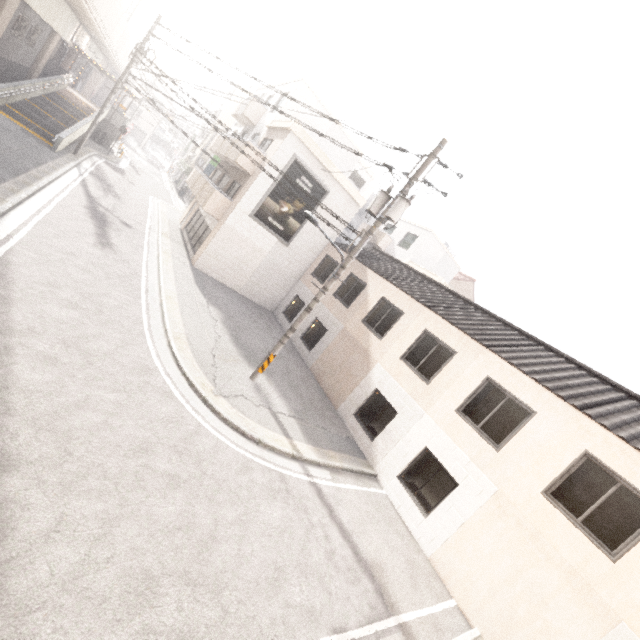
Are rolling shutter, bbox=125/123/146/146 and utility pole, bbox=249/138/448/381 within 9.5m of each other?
no

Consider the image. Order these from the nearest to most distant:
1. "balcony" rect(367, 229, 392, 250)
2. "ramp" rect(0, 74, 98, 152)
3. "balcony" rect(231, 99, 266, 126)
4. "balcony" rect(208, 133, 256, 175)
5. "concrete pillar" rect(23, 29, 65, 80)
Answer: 1. "balcony" rect(208, 133, 256, 175)
2. "ramp" rect(0, 74, 98, 152)
3. "balcony" rect(231, 99, 266, 126)
4. "concrete pillar" rect(23, 29, 65, 80)
5. "balcony" rect(367, 229, 392, 250)

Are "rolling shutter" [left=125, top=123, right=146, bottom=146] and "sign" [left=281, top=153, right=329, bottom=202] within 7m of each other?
no

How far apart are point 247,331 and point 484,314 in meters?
10.7 m

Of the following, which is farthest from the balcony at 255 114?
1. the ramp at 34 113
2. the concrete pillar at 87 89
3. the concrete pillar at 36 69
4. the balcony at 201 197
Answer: the concrete pillar at 87 89

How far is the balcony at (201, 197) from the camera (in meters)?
17.06

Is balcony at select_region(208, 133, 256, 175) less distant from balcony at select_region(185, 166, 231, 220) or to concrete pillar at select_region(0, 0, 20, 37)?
balcony at select_region(185, 166, 231, 220)

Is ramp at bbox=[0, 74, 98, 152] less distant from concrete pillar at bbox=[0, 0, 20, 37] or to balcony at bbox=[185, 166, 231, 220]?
concrete pillar at bbox=[0, 0, 20, 37]
